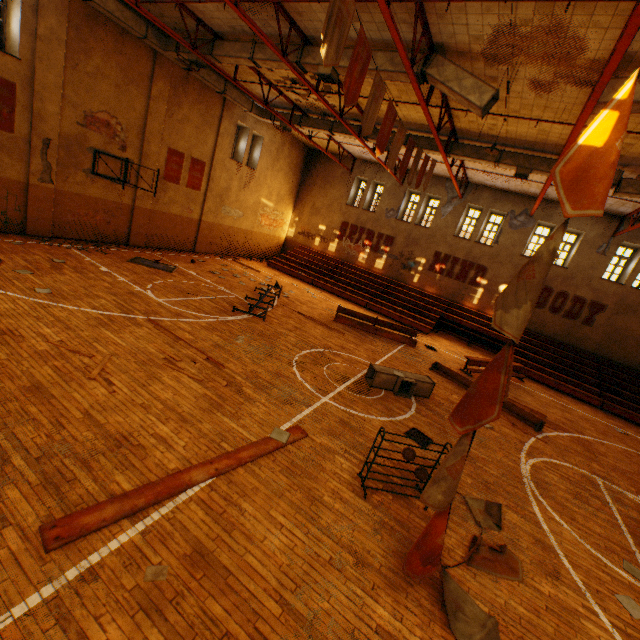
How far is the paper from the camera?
3.3 meters

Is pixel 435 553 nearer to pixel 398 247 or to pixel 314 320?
pixel 314 320

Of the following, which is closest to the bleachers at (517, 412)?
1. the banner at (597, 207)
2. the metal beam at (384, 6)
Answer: the banner at (597, 207)

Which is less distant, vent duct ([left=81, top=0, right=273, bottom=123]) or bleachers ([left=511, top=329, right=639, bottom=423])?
vent duct ([left=81, top=0, right=273, bottom=123])

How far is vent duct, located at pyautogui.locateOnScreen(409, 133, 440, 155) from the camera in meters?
14.0 m

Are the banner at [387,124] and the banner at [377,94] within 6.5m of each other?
yes

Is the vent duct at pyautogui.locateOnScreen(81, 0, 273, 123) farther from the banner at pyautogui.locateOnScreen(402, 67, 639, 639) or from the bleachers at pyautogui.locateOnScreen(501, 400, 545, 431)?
the bleachers at pyautogui.locateOnScreen(501, 400, 545, 431)
